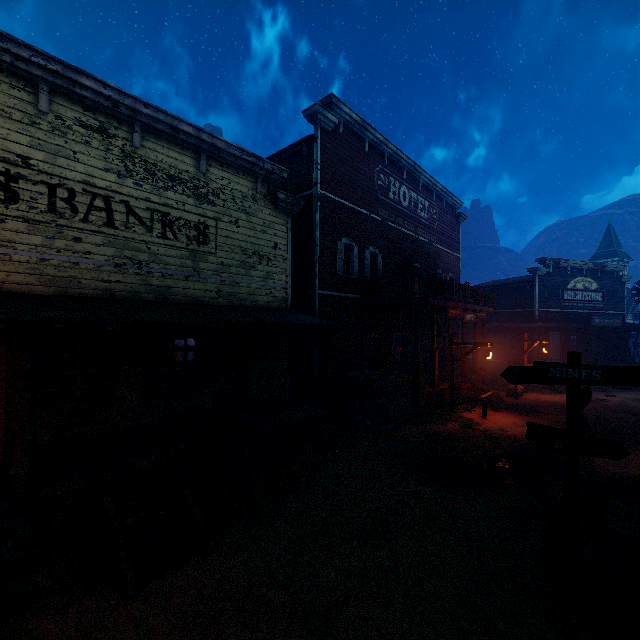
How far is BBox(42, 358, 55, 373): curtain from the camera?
6.59m

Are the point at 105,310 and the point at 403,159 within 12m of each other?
no

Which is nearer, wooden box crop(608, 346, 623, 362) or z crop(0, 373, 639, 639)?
z crop(0, 373, 639, 639)

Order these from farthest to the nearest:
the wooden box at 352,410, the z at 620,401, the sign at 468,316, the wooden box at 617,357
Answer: the wooden box at 617,357, the sign at 468,316, the wooden box at 352,410, the z at 620,401

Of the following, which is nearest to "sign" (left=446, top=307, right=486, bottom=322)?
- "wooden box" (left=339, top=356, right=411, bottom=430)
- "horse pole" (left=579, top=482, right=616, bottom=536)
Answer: "wooden box" (left=339, top=356, right=411, bottom=430)

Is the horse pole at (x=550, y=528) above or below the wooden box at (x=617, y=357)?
below

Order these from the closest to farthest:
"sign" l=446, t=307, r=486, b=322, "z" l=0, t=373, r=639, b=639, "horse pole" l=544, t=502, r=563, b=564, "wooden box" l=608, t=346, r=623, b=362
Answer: "z" l=0, t=373, r=639, b=639 → "horse pole" l=544, t=502, r=563, b=564 → "sign" l=446, t=307, r=486, b=322 → "wooden box" l=608, t=346, r=623, b=362

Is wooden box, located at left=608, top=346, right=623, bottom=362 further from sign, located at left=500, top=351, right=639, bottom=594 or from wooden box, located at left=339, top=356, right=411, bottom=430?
sign, located at left=500, top=351, right=639, bottom=594
